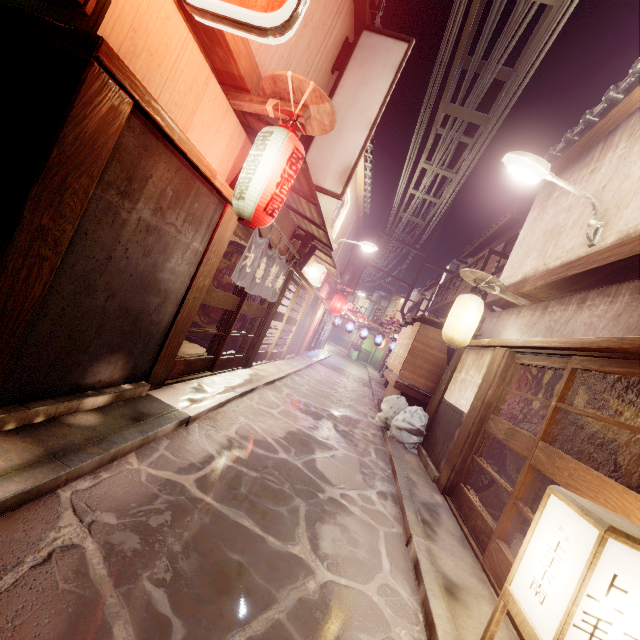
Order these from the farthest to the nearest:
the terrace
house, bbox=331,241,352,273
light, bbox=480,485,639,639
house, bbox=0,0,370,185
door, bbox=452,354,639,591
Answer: house, bbox=331,241,352,273
the terrace
door, bbox=452,354,639,591
house, bbox=0,0,370,185
light, bbox=480,485,639,639

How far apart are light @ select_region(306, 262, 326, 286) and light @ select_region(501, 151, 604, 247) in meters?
12.9 m

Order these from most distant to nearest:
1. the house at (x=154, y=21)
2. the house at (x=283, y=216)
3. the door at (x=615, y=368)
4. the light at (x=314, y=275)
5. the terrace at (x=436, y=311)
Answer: the terrace at (x=436, y=311) → the light at (x=314, y=275) → the house at (x=283, y=216) → the door at (x=615, y=368) → the house at (x=154, y=21)

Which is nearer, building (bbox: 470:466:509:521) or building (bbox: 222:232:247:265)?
building (bbox: 470:466:509:521)

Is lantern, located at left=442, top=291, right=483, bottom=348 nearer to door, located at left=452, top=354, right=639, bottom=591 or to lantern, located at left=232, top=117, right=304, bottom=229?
door, located at left=452, top=354, right=639, bottom=591

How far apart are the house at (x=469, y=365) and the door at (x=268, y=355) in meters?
9.1 m

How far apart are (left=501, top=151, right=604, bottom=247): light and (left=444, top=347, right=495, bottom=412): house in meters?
4.0

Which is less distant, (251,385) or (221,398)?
(221,398)
